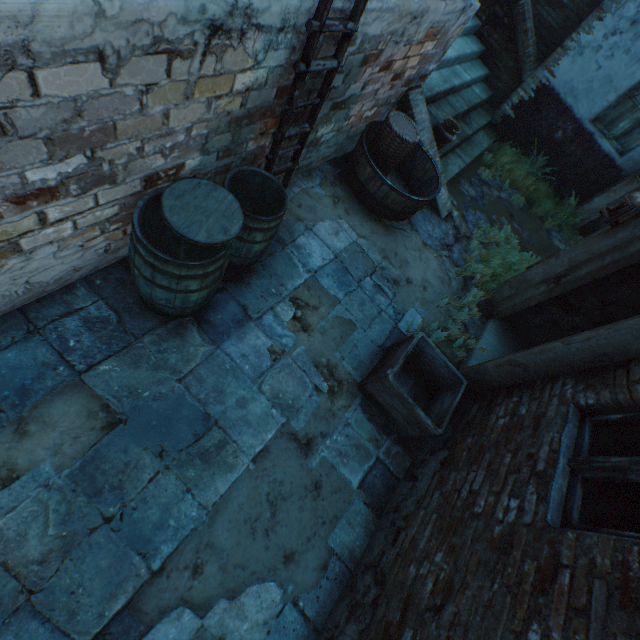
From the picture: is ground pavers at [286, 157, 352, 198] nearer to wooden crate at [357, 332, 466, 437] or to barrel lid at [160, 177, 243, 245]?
wooden crate at [357, 332, 466, 437]

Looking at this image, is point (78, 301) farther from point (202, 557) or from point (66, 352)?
point (202, 557)

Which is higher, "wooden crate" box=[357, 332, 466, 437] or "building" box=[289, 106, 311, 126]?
"building" box=[289, 106, 311, 126]

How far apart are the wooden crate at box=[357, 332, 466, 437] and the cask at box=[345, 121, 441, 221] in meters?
2.0 m

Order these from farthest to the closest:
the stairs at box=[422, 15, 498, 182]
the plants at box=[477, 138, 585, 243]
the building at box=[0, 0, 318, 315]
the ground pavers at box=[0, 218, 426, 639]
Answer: the plants at box=[477, 138, 585, 243], the stairs at box=[422, 15, 498, 182], the ground pavers at box=[0, 218, 426, 639], the building at box=[0, 0, 318, 315]

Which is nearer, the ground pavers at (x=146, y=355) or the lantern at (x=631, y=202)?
the ground pavers at (x=146, y=355)

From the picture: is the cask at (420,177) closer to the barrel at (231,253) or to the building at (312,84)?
the building at (312,84)

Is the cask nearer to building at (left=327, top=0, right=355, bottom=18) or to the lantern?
building at (left=327, top=0, right=355, bottom=18)
